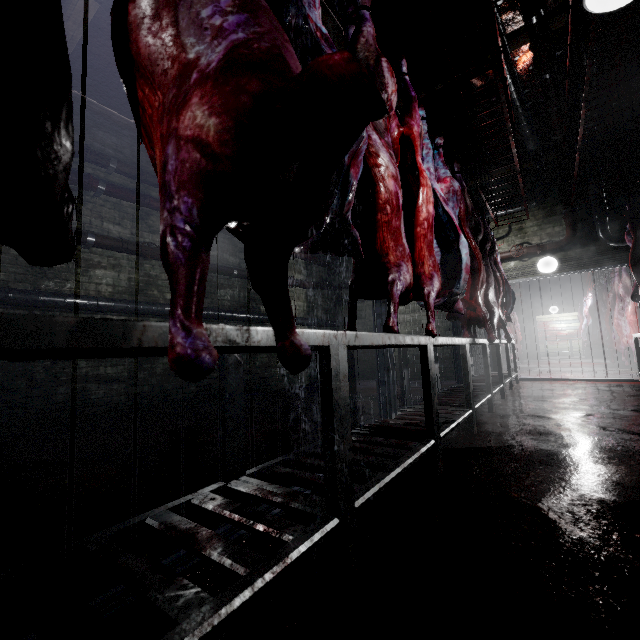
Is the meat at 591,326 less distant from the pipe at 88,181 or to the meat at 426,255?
the pipe at 88,181

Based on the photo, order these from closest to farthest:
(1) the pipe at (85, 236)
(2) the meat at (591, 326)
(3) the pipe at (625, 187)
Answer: (1) the pipe at (85, 236) → (2) the meat at (591, 326) → (3) the pipe at (625, 187)

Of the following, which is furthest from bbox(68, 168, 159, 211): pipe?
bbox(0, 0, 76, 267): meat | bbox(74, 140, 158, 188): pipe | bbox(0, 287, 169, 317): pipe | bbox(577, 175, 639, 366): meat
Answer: bbox(577, 175, 639, 366): meat

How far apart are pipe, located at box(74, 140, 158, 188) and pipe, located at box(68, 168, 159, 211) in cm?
18

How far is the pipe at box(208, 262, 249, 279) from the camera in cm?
560

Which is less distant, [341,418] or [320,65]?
[320,65]

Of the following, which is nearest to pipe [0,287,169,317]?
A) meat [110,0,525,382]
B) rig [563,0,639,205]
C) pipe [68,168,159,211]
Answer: pipe [68,168,159,211]

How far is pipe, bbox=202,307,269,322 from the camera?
5.45m
